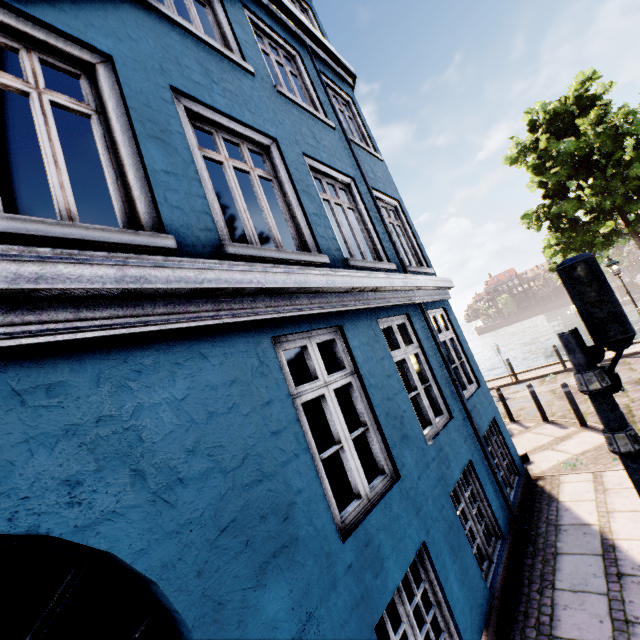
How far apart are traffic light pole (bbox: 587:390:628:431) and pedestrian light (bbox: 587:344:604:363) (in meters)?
0.00

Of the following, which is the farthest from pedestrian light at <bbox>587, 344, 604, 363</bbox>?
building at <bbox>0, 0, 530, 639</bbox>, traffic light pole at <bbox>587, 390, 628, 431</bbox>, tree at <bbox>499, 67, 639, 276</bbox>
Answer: tree at <bbox>499, 67, 639, 276</bbox>

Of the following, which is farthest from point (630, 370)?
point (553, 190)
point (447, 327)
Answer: point (447, 327)

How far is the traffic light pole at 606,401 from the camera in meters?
2.5 m

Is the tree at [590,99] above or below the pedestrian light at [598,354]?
above

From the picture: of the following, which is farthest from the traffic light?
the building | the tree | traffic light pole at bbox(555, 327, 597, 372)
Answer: the tree

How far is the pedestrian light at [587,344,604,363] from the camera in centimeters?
273cm

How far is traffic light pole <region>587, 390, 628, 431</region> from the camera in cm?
252
